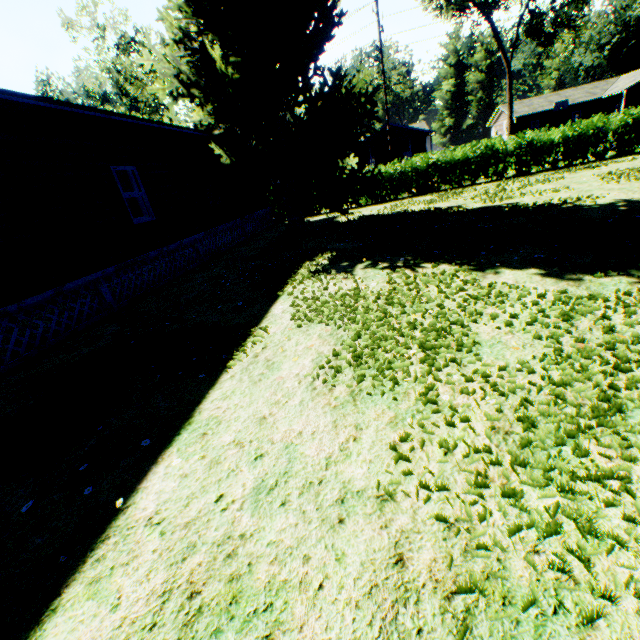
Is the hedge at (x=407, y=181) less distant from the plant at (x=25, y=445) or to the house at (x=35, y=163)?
the house at (x=35, y=163)

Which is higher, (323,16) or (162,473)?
(323,16)

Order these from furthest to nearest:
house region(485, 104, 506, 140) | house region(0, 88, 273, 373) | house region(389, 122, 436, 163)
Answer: house region(485, 104, 506, 140)
house region(389, 122, 436, 163)
house region(0, 88, 273, 373)

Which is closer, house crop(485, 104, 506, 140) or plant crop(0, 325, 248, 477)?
plant crop(0, 325, 248, 477)

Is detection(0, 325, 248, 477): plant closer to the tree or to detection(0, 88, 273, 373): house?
detection(0, 88, 273, 373): house

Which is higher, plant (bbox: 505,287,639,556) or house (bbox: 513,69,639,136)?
house (bbox: 513,69,639,136)

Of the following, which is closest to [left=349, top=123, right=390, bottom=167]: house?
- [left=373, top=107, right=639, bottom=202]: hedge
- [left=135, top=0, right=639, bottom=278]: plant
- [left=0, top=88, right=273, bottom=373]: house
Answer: [left=373, top=107, right=639, bottom=202]: hedge

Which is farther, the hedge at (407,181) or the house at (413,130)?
the house at (413,130)
